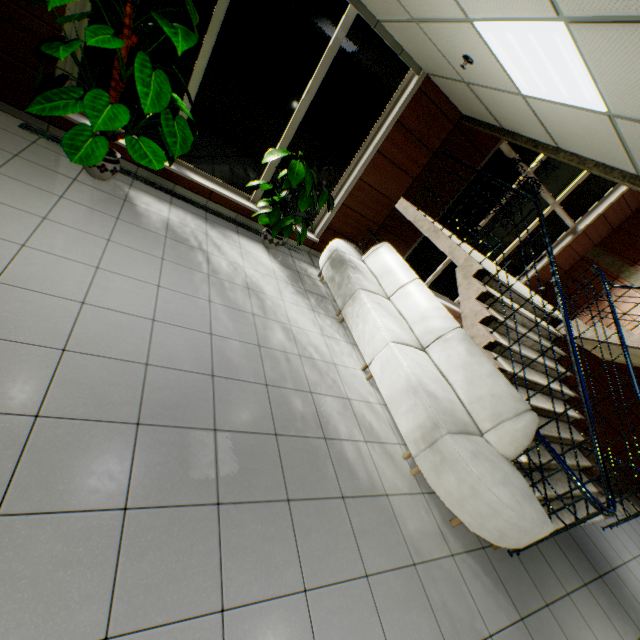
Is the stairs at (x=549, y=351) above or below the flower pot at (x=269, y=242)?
above

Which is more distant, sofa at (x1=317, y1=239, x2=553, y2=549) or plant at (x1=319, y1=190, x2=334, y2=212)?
plant at (x1=319, y1=190, x2=334, y2=212)

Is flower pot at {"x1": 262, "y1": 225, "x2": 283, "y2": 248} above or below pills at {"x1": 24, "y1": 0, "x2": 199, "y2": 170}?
below

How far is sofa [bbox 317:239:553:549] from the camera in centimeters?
274cm

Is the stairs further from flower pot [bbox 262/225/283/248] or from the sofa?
flower pot [bbox 262/225/283/248]

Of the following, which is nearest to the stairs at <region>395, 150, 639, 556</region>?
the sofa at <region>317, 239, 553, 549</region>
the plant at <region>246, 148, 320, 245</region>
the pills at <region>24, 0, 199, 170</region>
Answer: the sofa at <region>317, 239, 553, 549</region>

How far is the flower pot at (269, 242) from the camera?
5.05m

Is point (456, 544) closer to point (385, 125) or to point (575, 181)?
point (385, 125)
